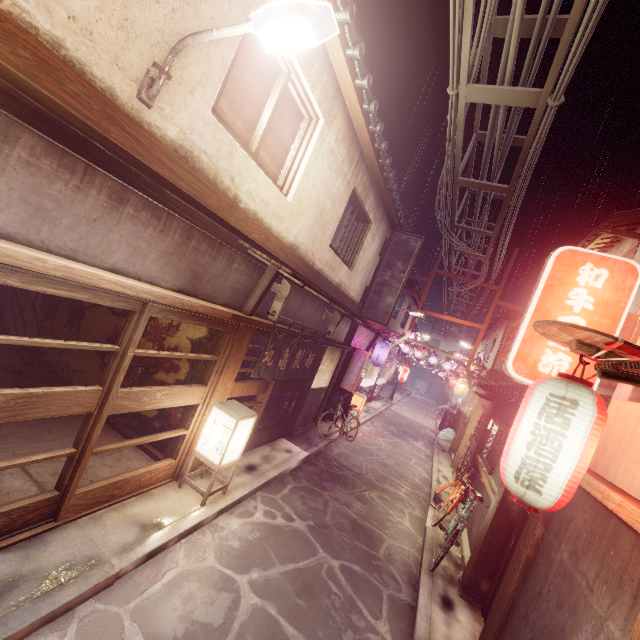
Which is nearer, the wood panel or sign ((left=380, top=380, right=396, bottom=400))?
the wood panel

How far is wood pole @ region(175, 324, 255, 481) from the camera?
9.7m

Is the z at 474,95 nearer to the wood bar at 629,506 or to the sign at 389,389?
the wood bar at 629,506

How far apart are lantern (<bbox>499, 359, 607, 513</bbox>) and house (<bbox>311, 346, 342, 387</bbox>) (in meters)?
11.80

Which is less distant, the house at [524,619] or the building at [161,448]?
the house at [524,619]

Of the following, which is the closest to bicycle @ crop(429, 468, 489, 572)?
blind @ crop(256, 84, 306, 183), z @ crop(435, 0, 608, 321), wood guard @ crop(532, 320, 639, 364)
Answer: wood guard @ crop(532, 320, 639, 364)

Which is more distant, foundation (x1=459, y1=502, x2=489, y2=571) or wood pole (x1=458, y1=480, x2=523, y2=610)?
foundation (x1=459, y1=502, x2=489, y2=571)

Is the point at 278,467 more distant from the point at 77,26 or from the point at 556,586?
the point at 77,26
